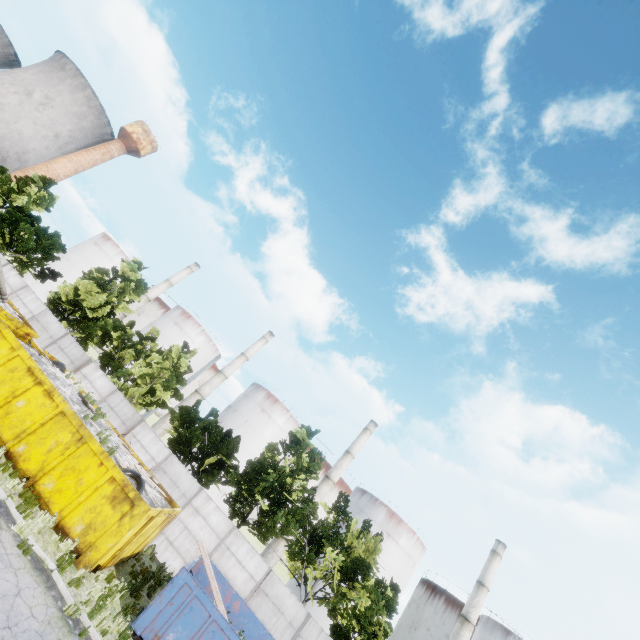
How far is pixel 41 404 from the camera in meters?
13.5 m

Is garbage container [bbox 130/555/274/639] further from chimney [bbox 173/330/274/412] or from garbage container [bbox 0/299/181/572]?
chimney [bbox 173/330/274/412]

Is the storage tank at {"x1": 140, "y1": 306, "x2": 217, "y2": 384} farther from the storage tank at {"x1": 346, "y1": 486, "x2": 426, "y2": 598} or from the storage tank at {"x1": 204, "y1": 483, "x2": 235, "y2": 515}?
the storage tank at {"x1": 346, "y1": 486, "x2": 426, "y2": 598}

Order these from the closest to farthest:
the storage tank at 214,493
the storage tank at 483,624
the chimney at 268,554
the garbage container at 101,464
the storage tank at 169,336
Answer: the garbage container at 101,464
the chimney at 268,554
the storage tank at 483,624
the storage tank at 214,493
the storage tank at 169,336

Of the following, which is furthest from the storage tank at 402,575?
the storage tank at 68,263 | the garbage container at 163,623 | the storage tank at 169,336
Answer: the storage tank at 68,263

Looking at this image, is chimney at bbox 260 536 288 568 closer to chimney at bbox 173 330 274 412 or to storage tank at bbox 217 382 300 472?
storage tank at bbox 217 382 300 472

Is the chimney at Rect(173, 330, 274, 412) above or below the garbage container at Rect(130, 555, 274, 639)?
above

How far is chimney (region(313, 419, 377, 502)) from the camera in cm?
4592
